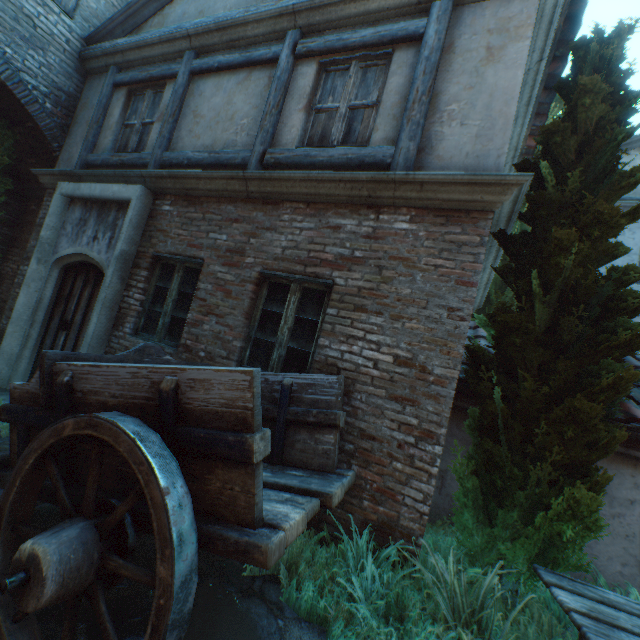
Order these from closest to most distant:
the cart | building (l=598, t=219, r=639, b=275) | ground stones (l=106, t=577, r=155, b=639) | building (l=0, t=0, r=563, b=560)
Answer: the cart
ground stones (l=106, t=577, r=155, b=639)
building (l=0, t=0, r=563, b=560)
building (l=598, t=219, r=639, b=275)

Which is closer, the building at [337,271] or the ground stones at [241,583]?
the ground stones at [241,583]

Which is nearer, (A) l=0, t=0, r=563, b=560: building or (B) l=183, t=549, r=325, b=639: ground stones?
(B) l=183, t=549, r=325, b=639: ground stones

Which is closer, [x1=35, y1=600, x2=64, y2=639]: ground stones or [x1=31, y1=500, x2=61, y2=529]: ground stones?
[x1=35, y1=600, x2=64, y2=639]: ground stones

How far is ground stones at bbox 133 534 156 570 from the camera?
2.5m

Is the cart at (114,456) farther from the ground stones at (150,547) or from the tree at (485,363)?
the tree at (485,363)

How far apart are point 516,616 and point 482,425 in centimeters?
156cm
